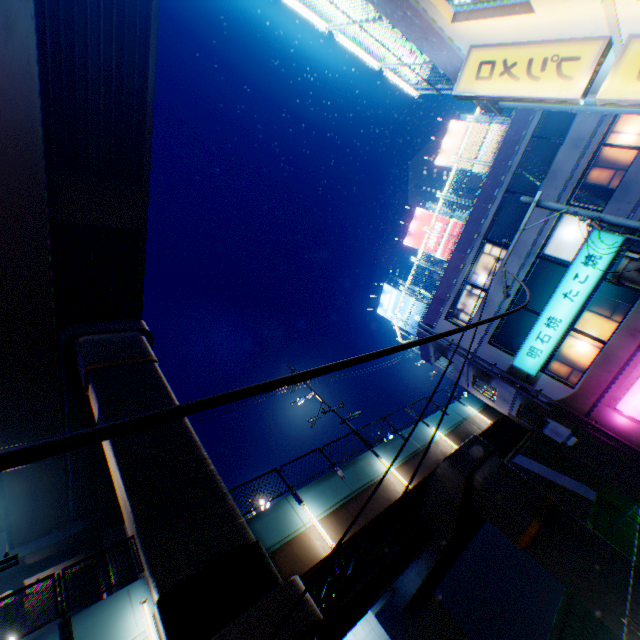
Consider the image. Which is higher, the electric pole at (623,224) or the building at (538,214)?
the building at (538,214)

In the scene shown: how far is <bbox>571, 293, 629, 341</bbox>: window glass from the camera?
15.4 meters

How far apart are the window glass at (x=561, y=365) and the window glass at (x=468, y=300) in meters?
4.4 m

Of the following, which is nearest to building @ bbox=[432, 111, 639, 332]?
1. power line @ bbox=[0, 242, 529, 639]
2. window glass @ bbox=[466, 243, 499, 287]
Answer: window glass @ bbox=[466, 243, 499, 287]

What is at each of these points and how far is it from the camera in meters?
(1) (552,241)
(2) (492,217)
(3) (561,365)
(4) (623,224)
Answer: (1) window glass, 17.0 m
(2) building, 18.5 m
(3) window glass, 17.1 m
(4) electric pole, 7.6 m

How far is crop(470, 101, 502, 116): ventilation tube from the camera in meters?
8.5 m

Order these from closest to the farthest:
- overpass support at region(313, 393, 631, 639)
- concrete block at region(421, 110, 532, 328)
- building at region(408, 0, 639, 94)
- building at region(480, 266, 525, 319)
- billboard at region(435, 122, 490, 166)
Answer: building at region(408, 0, 639, 94) < overpass support at region(313, 393, 631, 639) < concrete block at region(421, 110, 532, 328) < building at region(480, 266, 525, 319) < billboard at region(435, 122, 490, 166)

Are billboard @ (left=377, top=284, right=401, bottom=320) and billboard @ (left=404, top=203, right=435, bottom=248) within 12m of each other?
yes
